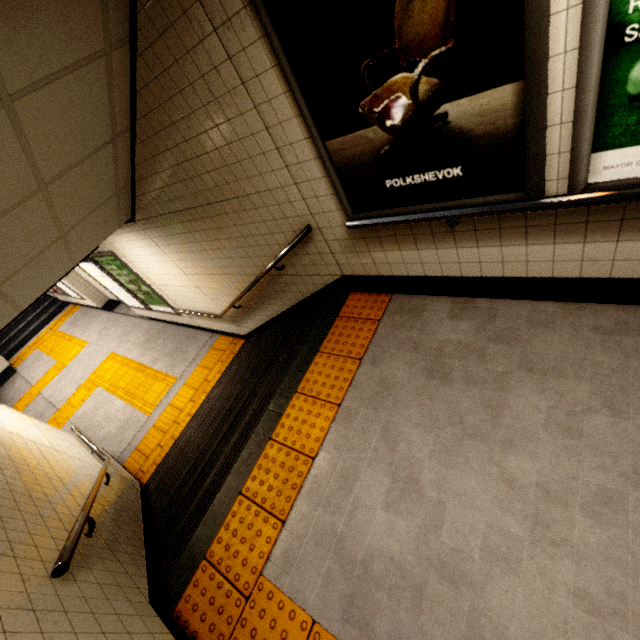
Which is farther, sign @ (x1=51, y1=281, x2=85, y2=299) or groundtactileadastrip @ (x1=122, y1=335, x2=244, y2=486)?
sign @ (x1=51, y1=281, x2=85, y2=299)

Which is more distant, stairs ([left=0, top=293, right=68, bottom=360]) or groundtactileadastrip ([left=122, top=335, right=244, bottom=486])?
stairs ([left=0, top=293, right=68, bottom=360])

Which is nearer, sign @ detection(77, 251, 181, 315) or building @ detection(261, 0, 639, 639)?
building @ detection(261, 0, 639, 639)

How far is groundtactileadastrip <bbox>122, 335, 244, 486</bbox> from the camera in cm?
550

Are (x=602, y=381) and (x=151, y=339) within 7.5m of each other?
no

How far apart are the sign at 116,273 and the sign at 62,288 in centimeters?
477cm

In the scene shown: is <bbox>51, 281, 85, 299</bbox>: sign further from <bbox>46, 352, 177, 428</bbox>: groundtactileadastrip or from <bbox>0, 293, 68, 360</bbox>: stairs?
<bbox>0, 293, 68, 360</bbox>: stairs

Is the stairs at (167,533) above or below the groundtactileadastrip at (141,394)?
above
